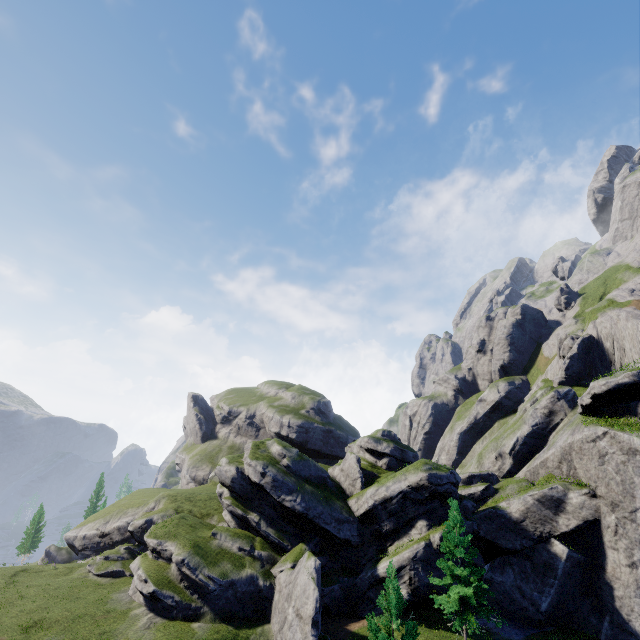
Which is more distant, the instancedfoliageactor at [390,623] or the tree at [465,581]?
the tree at [465,581]

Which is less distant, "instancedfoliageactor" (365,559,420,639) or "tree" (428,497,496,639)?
"instancedfoliageactor" (365,559,420,639)

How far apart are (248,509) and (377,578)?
15.50m
